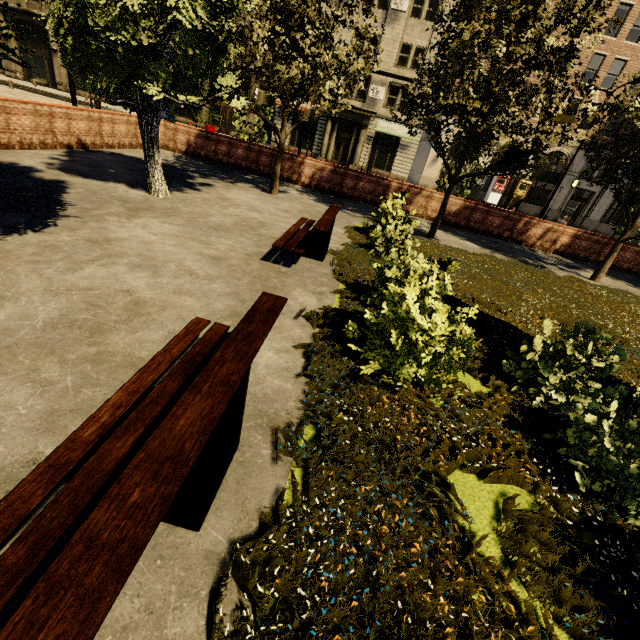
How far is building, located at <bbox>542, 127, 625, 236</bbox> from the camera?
29.25m

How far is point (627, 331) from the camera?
7.1 meters

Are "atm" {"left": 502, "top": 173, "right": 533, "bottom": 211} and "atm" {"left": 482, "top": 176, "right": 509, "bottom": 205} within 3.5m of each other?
yes

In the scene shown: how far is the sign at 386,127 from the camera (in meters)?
29.53

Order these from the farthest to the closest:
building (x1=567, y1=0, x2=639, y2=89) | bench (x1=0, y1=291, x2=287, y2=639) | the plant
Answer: building (x1=567, y1=0, x2=639, y2=89) → the plant → bench (x1=0, y1=291, x2=287, y2=639)

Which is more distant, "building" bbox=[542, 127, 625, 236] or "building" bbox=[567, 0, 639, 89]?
"building" bbox=[542, 127, 625, 236]

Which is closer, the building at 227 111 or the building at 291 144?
the building at 291 144

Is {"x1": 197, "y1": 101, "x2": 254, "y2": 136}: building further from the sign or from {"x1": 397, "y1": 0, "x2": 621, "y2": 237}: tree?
{"x1": 397, "y1": 0, "x2": 621, "y2": 237}: tree
